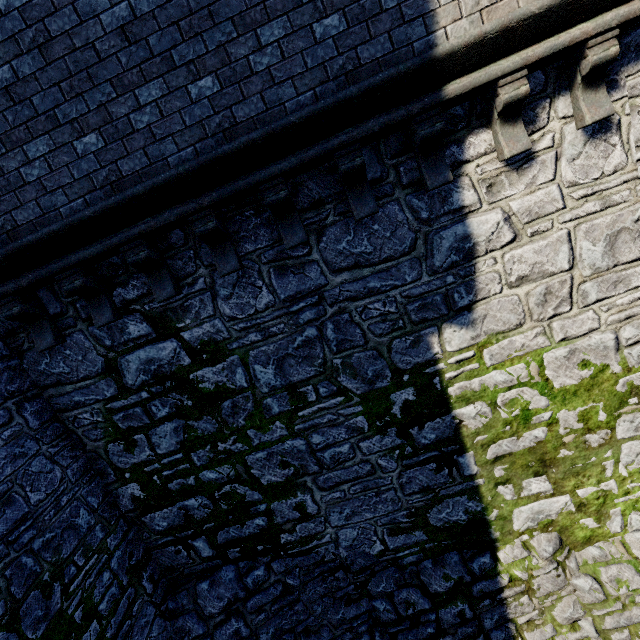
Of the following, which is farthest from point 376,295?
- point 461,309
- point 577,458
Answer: point 577,458
